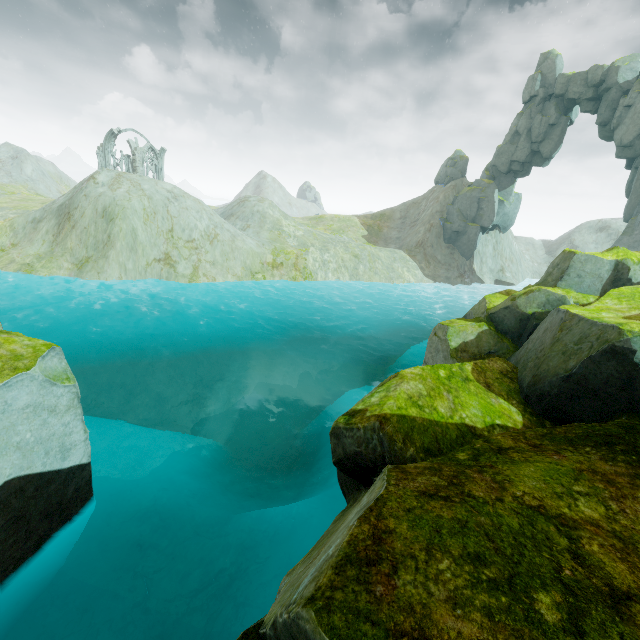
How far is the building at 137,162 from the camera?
49.72m

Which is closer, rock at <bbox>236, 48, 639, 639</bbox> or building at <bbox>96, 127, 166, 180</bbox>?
rock at <bbox>236, 48, 639, 639</bbox>

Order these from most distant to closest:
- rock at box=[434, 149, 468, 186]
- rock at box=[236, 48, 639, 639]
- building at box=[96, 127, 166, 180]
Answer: rock at box=[434, 149, 468, 186], building at box=[96, 127, 166, 180], rock at box=[236, 48, 639, 639]

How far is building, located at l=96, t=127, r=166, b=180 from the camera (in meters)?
49.72

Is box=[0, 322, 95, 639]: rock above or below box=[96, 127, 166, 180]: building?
below

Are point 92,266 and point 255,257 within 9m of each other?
no

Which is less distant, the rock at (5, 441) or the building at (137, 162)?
the rock at (5, 441)
